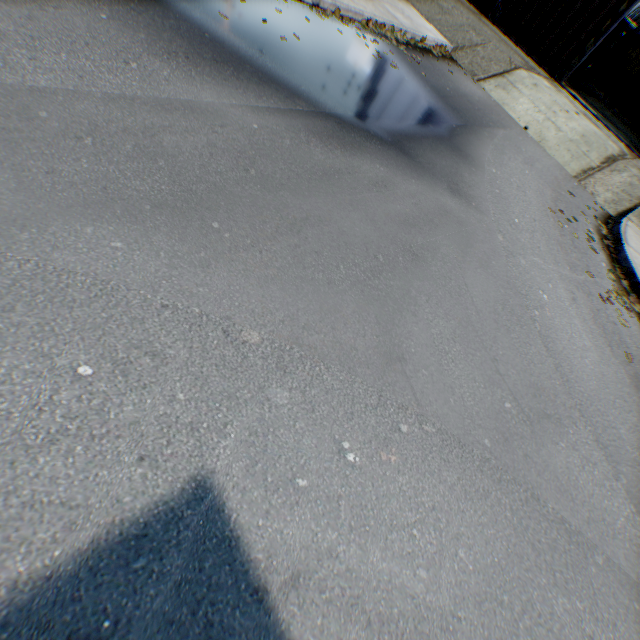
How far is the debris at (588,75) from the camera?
20.18m

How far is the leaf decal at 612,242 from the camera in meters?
7.4

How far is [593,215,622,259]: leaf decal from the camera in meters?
7.4 m

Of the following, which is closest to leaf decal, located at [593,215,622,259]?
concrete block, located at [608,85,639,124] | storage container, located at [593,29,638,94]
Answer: concrete block, located at [608,85,639,124]

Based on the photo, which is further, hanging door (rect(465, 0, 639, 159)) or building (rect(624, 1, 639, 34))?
building (rect(624, 1, 639, 34))

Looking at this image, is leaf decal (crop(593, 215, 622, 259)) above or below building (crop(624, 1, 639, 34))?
below

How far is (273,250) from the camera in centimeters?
305cm

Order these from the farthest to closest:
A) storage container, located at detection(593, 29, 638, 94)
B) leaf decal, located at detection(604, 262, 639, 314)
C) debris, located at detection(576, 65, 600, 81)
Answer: storage container, located at detection(593, 29, 638, 94), debris, located at detection(576, 65, 600, 81), leaf decal, located at detection(604, 262, 639, 314)
